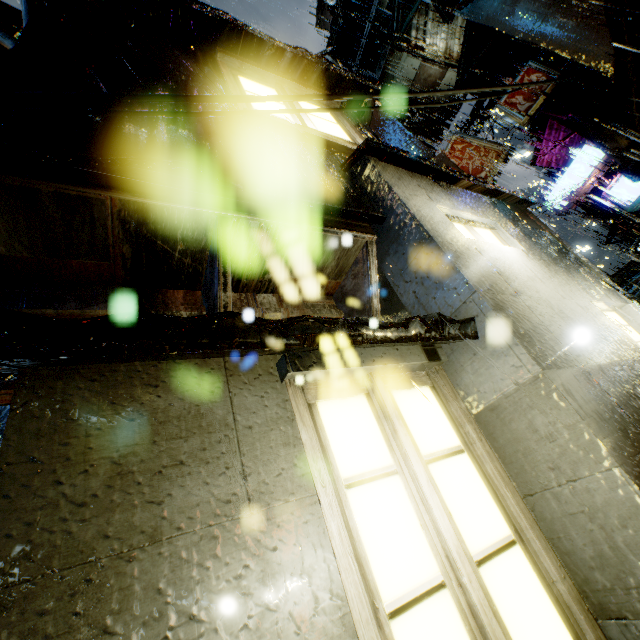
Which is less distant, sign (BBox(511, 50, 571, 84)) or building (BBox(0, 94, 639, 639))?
building (BBox(0, 94, 639, 639))

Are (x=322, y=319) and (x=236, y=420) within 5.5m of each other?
yes

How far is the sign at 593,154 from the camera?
16.78m

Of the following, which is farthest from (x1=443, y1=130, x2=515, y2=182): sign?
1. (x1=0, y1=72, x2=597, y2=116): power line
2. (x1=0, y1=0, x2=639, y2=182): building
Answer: (x1=0, y1=72, x2=597, y2=116): power line

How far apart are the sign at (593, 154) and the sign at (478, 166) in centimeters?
801cm

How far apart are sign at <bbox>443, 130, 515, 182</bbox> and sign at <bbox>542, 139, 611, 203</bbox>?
8.0m

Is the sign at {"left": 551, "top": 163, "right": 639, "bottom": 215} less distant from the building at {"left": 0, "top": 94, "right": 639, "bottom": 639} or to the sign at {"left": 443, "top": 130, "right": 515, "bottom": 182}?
the building at {"left": 0, "top": 94, "right": 639, "bottom": 639}

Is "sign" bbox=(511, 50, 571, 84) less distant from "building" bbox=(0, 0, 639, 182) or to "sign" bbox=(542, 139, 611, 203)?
"building" bbox=(0, 0, 639, 182)
